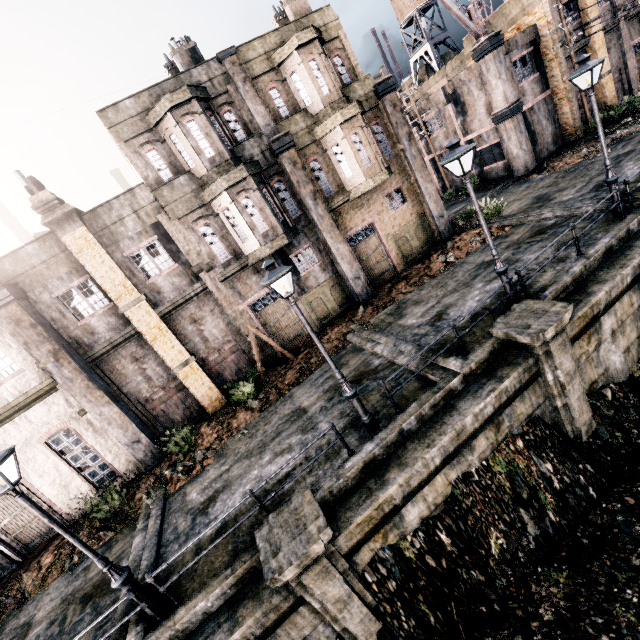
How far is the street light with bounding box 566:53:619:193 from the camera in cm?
1064

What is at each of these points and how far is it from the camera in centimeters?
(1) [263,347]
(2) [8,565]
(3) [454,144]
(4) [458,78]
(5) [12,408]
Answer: (1) building, 1733cm
(2) column, 1351cm
(3) street light, 927cm
(4) building, 2427cm
(5) building, 1280cm

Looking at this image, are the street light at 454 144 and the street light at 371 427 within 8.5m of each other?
yes

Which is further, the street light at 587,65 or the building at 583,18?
the building at 583,18

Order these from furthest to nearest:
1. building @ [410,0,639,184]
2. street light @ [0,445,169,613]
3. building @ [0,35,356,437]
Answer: building @ [410,0,639,184]
building @ [0,35,356,437]
street light @ [0,445,169,613]

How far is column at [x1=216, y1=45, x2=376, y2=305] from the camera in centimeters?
1507cm

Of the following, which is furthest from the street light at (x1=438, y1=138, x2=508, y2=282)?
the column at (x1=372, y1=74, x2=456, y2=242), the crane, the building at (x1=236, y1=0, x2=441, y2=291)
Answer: the crane

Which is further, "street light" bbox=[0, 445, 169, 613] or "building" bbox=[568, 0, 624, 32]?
"building" bbox=[568, 0, 624, 32]
